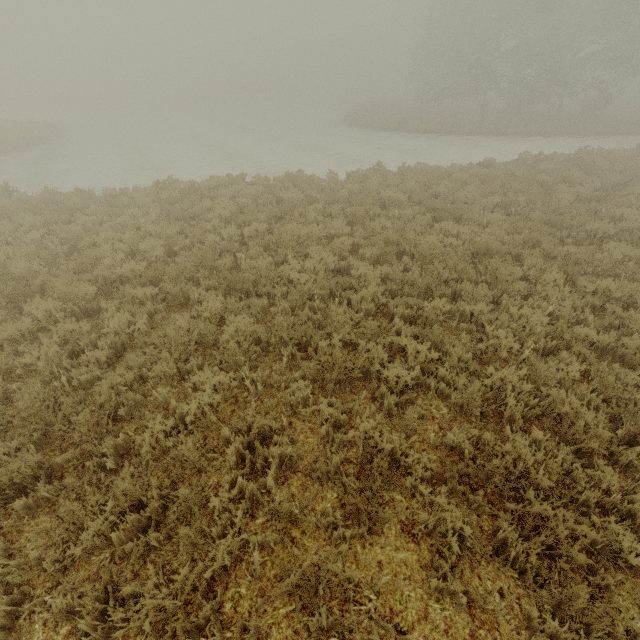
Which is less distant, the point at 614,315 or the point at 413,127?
the point at 614,315
